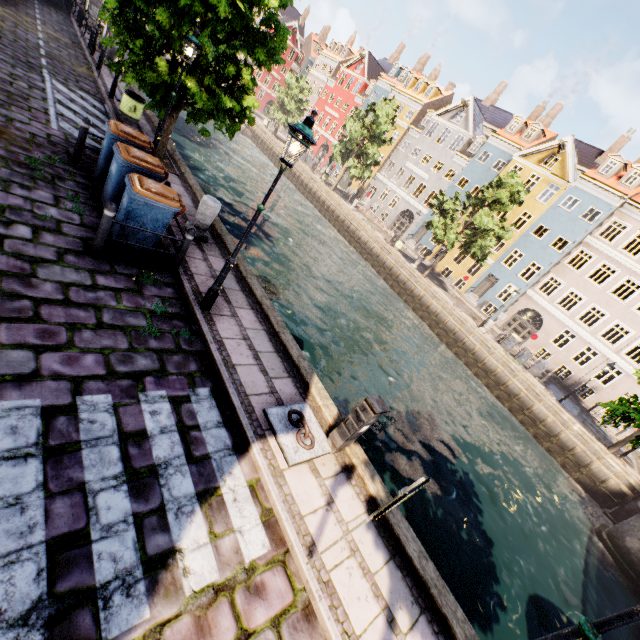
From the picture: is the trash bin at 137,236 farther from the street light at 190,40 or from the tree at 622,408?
the tree at 622,408

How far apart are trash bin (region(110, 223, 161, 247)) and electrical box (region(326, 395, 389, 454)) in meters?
4.9 m

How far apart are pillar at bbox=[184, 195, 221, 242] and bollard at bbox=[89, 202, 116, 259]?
2.6m

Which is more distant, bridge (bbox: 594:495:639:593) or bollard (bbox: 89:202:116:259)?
bridge (bbox: 594:495:639:593)

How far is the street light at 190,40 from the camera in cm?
796

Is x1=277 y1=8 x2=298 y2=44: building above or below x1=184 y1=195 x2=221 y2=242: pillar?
above

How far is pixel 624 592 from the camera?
12.8m

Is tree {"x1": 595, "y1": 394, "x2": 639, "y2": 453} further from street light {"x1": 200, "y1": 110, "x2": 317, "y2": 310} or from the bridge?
the bridge
